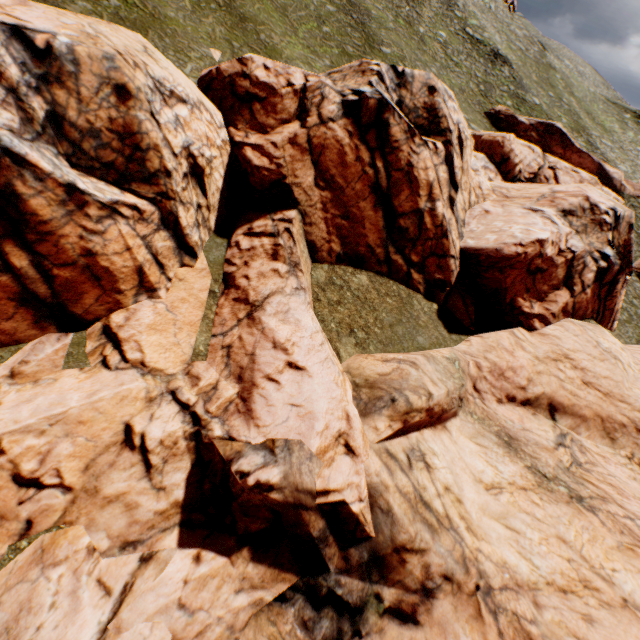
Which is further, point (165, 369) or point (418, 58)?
point (418, 58)
